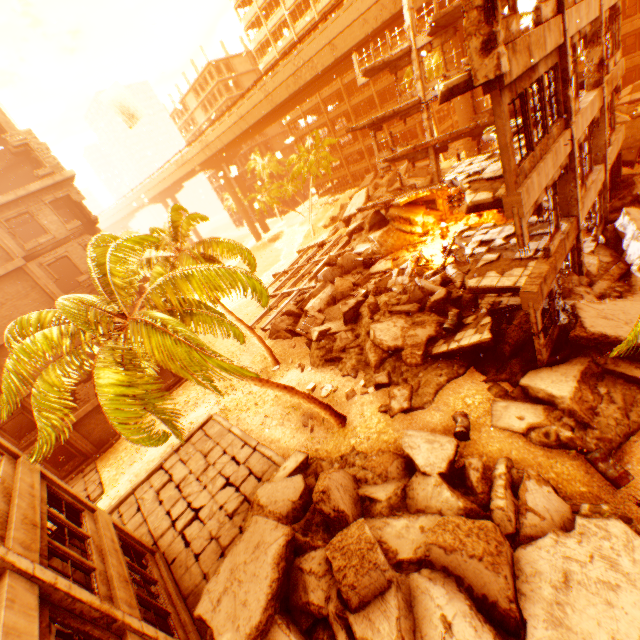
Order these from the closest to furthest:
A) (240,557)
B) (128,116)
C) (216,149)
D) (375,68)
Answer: (128,116)
(240,557)
(375,68)
(216,149)

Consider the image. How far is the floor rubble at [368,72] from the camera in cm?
2141

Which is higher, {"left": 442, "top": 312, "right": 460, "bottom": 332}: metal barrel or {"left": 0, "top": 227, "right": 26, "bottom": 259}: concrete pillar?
{"left": 0, "top": 227, "right": 26, "bottom": 259}: concrete pillar

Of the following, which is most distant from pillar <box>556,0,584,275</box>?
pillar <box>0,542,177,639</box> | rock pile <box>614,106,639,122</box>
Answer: pillar <box>0,542,177,639</box>

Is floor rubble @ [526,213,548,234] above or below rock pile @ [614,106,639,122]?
above

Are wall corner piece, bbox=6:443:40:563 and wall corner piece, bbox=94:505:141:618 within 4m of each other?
yes

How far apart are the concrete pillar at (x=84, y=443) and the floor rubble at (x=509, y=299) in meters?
23.9 m

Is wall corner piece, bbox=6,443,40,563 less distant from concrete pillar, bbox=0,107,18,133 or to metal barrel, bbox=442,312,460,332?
metal barrel, bbox=442,312,460,332
